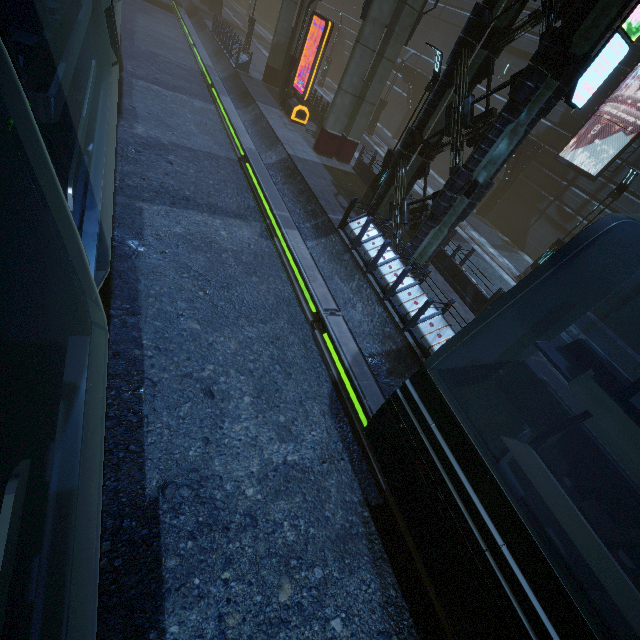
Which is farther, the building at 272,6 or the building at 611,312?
the building at 272,6

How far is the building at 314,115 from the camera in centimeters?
2017cm

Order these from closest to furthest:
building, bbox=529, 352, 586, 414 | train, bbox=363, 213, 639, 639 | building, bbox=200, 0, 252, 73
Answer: train, bbox=363, 213, 639, 639
building, bbox=529, 352, 586, 414
building, bbox=200, 0, 252, 73

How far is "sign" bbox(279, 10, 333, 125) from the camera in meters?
16.5

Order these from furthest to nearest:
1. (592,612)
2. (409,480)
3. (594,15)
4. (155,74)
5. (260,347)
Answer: (155,74) < (260,347) < (594,15) < (409,480) < (592,612)

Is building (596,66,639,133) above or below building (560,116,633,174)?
above

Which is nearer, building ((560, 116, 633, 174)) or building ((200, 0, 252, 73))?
building ((560, 116, 633, 174))

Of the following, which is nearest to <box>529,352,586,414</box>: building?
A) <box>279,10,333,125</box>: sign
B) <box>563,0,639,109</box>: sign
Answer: <box>563,0,639,109</box>: sign
